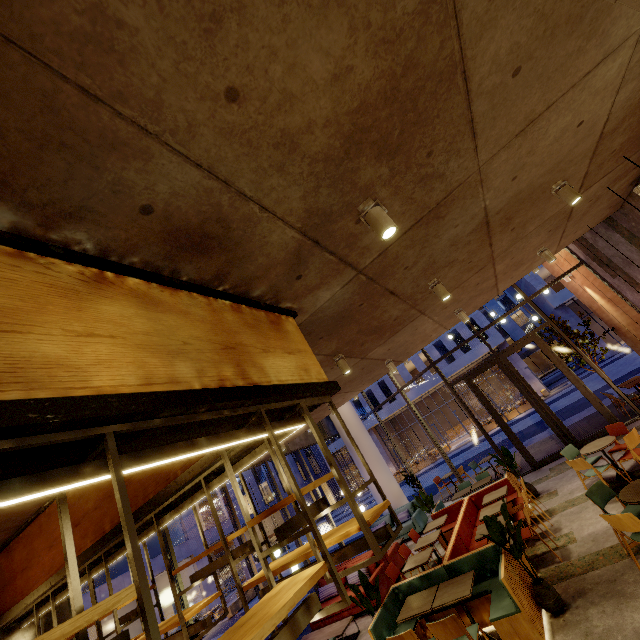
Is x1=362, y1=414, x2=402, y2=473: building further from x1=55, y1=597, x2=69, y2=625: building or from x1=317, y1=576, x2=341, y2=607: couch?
x1=317, y1=576, x2=341, y2=607: couch

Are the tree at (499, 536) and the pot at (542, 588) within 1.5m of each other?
yes

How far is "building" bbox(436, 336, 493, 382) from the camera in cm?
3341

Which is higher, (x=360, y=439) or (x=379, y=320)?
(x=379, y=320)

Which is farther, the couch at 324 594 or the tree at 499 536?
the couch at 324 594

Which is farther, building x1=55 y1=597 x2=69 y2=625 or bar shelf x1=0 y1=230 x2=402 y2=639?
building x1=55 y1=597 x2=69 y2=625

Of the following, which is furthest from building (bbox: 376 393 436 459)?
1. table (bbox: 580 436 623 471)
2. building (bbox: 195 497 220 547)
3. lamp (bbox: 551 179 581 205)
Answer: lamp (bbox: 551 179 581 205)

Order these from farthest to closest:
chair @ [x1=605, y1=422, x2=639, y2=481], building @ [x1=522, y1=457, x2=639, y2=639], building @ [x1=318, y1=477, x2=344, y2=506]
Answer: building @ [x1=318, y1=477, x2=344, y2=506] → chair @ [x1=605, y1=422, x2=639, y2=481] → building @ [x1=522, y1=457, x2=639, y2=639]
